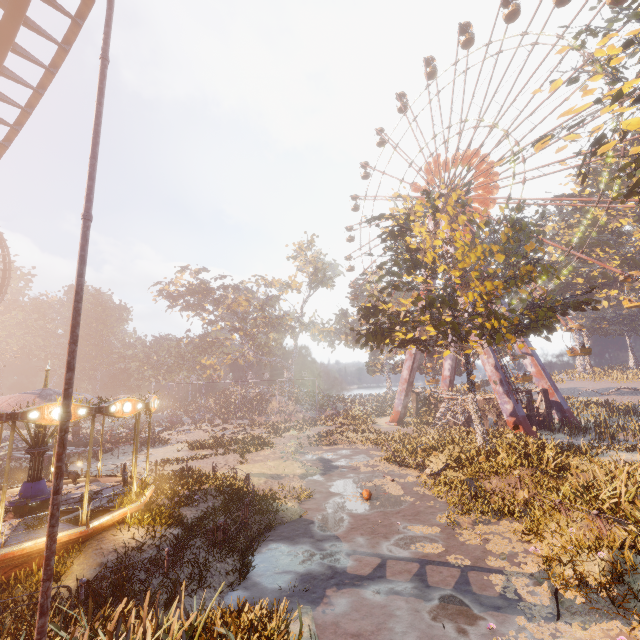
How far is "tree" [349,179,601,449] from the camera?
17.31m

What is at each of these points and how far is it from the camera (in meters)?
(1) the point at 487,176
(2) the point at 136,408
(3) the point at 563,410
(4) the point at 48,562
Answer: (1) ferris wheel, 35.03
(2) carousel, 11.86
(3) metal support, 31.25
(4) metal pole, 5.43

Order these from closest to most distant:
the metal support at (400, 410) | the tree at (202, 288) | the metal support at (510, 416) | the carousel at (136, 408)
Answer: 1. the carousel at (136, 408)
2. the metal support at (510, 416)
3. the metal support at (400, 410)
4. the tree at (202, 288)

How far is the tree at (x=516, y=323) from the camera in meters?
17.3

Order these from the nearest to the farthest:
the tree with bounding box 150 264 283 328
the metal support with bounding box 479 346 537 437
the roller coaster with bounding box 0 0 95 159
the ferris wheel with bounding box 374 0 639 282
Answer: the roller coaster with bounding box 0 0 95 159
the metal support with bounding box 479 346 537 437
the ferris wheel with bounding box 374 0 639 282
the tree with bounding box 150 264 283 328

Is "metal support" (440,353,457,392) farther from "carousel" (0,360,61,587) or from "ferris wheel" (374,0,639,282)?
"carousel" (0,360,61,587)

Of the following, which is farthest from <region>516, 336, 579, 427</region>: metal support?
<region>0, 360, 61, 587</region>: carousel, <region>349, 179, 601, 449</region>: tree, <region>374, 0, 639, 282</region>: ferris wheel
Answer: <region>0, 360, 61, 587</region>: carousel

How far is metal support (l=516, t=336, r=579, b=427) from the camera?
31.2 meters
